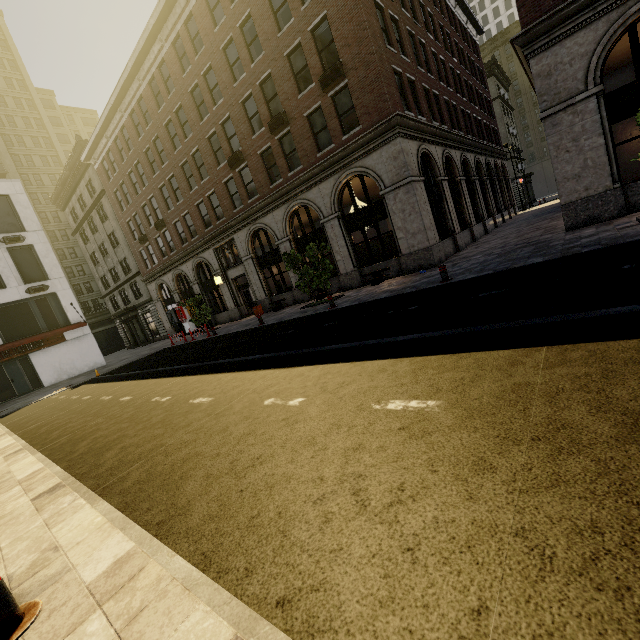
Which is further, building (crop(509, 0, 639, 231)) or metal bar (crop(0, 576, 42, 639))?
building (crop(509, 0, 639, 231))

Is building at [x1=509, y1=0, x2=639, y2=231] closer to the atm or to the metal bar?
the atm

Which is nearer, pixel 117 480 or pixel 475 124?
pixel 117 480

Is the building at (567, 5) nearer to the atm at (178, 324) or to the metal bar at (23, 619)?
the atm at (178, 324)

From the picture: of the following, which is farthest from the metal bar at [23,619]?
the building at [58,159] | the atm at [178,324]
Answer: the atm at [178,324]

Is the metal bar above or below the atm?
below
